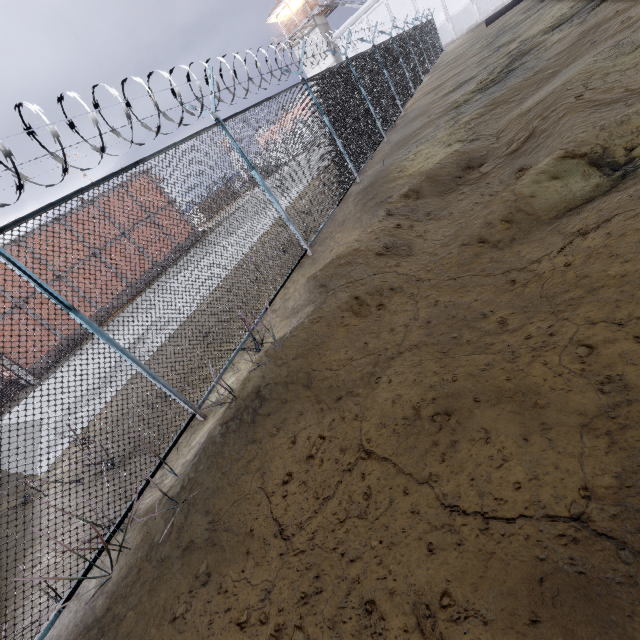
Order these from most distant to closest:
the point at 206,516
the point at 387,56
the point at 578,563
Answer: the point at 387,56, the point at 206,516, the point at 578,563

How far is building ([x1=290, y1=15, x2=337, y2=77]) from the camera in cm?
3853

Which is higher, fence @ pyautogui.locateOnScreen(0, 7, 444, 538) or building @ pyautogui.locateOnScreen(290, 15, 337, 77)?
building @ pyautogui.locateOnScreen(290, 15, 337, 77)

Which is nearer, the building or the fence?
the fence

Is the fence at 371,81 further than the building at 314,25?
No

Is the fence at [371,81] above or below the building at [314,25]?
below
